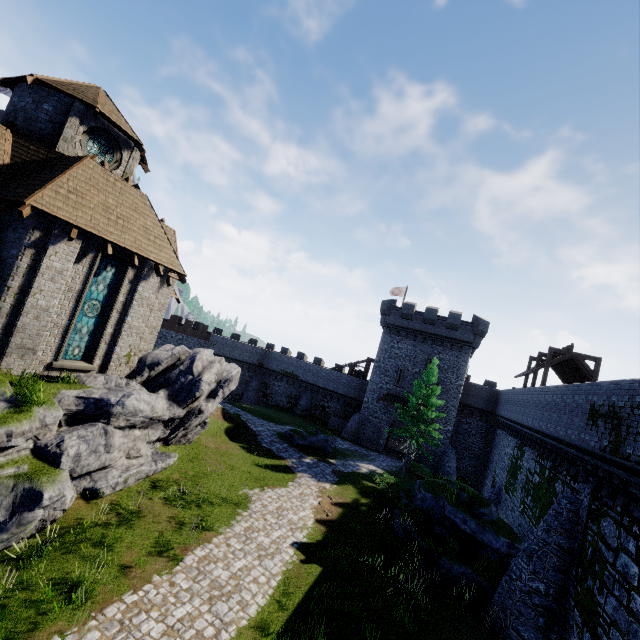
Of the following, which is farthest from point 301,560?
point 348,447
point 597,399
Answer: point 348,447

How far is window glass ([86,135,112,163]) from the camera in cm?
1568

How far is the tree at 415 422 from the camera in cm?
2661

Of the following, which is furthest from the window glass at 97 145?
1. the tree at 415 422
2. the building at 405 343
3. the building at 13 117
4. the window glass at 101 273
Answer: the building at 405 343

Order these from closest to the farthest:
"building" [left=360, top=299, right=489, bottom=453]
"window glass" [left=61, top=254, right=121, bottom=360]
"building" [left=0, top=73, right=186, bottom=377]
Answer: "building" [left=0, top=73, right=186, bottom=377] → "window glass" [left=61, top=254, right=121, bottom=360] → "building" [left=360, top=299, right=489, bottom=453]

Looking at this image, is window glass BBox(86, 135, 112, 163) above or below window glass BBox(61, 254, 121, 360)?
above

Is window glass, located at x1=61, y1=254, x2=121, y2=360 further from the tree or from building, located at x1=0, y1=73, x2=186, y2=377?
the tree

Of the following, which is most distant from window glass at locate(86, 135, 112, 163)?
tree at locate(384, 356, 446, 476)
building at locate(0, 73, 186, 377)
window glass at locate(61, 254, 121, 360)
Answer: tree at locate(384, 356, 446, 476)
